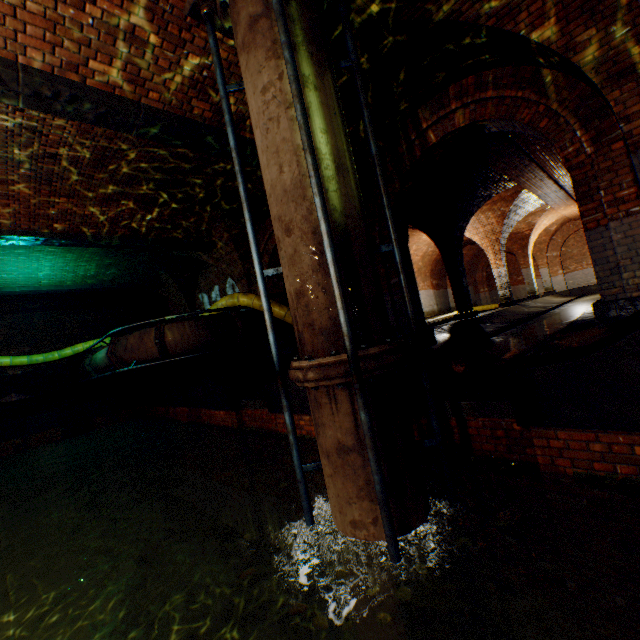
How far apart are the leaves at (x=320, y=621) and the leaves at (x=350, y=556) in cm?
36

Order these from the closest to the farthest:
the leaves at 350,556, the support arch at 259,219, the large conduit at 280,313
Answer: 1. the leaves at 350,556
2. the large conduit at 280,313
3. the support arch at 259,219

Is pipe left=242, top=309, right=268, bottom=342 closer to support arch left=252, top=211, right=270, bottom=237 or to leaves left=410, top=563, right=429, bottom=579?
support arch left=252, top=211, right=270, bottom=237

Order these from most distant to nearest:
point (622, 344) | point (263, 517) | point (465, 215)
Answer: point (465, 215) → point (263, 517) → point (622, 344)

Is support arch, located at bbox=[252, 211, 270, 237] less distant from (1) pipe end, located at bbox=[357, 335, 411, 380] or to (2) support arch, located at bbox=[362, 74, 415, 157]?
(2) support arch, located at bbox=[362, 74, 415, 157]

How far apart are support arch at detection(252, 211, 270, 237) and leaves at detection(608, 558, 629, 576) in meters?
→ 9.3

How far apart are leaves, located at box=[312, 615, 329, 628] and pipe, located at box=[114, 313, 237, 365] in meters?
7.0 m

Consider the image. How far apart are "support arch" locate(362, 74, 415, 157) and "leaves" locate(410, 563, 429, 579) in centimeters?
526cm
